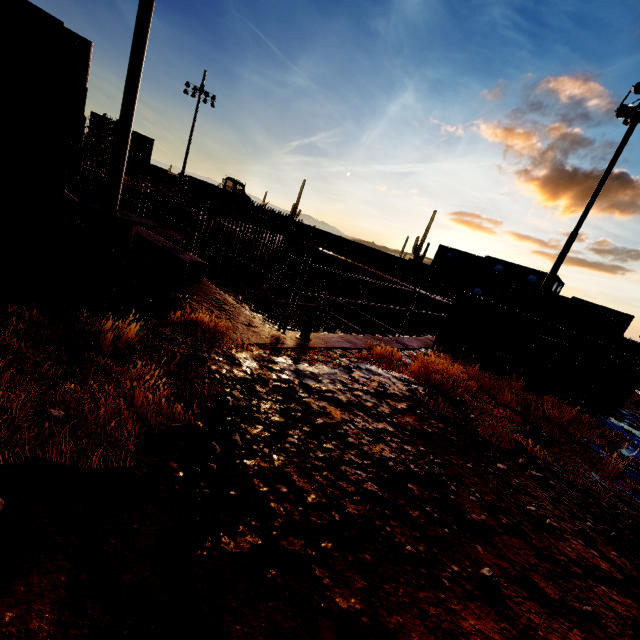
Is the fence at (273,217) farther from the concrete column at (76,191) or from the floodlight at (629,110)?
the floodlight at (629,110)

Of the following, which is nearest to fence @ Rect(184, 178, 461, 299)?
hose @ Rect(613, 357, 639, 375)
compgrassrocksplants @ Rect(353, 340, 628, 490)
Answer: hose @ Rect(613, 357, 639, 375)

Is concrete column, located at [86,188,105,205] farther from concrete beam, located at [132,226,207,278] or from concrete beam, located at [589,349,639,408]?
concrete beam, located at [589,349,639,408]

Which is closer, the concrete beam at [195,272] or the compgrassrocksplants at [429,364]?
the compgrassrocksplants at [429,364]

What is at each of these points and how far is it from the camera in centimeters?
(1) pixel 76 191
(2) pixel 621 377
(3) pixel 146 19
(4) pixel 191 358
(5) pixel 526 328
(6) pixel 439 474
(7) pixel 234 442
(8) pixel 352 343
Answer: (1) concrete column, 1619cm
(2) concrete beam, 962cm
(3) floodlight pole, 808cm
(4) compgrassrocksplants, 333cm
(5) dumpster, 722cm
(6) compgrassrocksplants, 315cm
(7) compgrassrocksplants, 261cm
(8) concrete column, 643cm

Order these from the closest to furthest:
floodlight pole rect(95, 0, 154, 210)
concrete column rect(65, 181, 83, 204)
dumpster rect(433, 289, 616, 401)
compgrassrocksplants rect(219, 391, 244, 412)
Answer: compgrassrocksplants rect(219, 391, 244, 412) → dumpster rect(433, 289, 616, 401) → floodlight pole rect(95, 0, 154, 210) → concrete column rect(65, 181, 83, 204)

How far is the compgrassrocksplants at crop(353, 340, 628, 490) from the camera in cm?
475

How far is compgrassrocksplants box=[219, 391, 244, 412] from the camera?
3.0 meters
